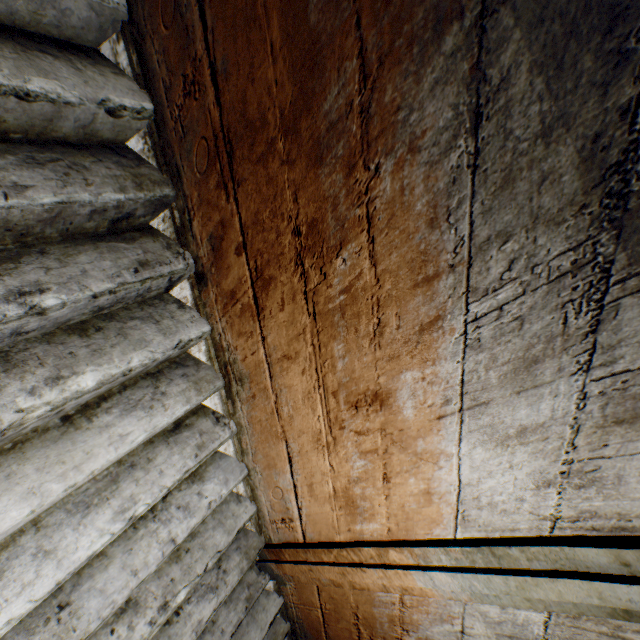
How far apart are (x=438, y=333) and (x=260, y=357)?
0.80m
